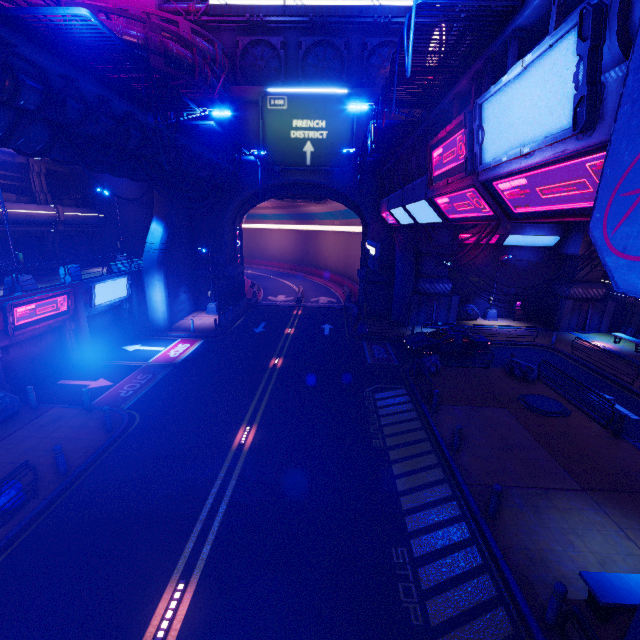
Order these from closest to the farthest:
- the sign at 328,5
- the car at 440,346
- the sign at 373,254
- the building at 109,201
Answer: the sign at 373,254 < the car at 440,346 < the sign at 328,5 < the building at 109,201

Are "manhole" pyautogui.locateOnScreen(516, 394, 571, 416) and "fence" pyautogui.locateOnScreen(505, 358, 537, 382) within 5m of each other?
yes

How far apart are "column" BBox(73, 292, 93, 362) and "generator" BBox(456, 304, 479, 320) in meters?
28.2 m

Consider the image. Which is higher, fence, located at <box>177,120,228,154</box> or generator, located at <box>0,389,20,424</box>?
fence, located at <box>177,120,228,154</box>

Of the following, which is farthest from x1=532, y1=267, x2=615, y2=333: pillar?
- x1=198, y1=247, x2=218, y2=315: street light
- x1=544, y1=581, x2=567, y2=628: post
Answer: x1=198, y1=247, x2=218, y2=315: street light

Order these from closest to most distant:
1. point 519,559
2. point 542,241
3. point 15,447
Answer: point 519,559, point 15,447, point 542,241

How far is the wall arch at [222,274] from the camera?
28.2 meters

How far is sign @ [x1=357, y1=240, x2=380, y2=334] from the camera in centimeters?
1892cm
